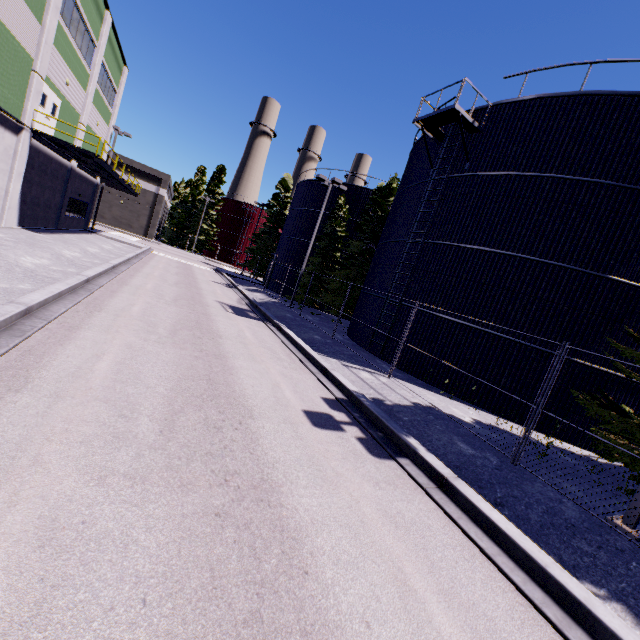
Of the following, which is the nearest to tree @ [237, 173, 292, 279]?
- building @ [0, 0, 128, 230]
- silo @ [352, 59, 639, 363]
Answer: silo @ [352, 59, 639, 363]

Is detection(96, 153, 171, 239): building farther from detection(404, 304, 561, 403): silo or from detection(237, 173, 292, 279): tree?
detection(237, 173, 292, 279): tree

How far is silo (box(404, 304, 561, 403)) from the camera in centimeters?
1195cm

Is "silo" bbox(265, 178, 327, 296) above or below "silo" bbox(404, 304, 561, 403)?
above

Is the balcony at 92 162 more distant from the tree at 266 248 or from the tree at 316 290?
the tree at 316 290

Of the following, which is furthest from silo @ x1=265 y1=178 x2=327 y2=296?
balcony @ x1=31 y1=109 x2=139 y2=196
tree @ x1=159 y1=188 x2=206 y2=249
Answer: balcony @ x1=31 y1=109 x2=139 y2=196

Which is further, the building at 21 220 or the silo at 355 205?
the silo at 355 205

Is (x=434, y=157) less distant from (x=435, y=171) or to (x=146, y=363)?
(x=435, y=171)
